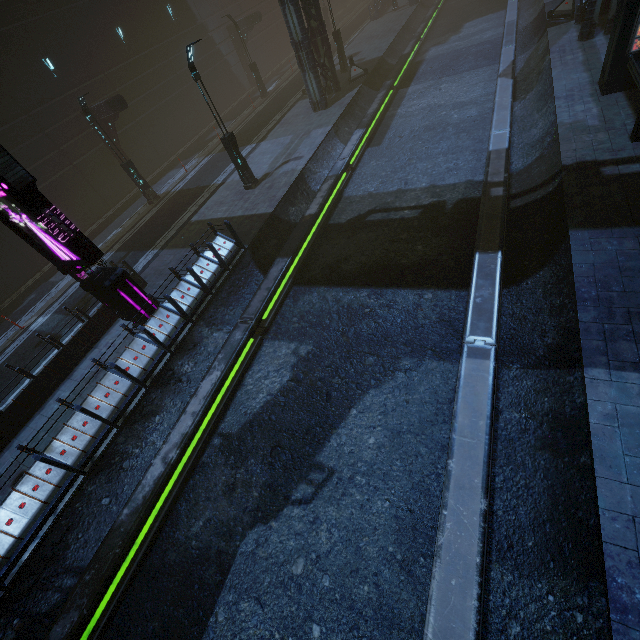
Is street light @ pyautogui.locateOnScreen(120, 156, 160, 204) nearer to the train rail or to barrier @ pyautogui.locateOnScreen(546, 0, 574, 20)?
the train rail

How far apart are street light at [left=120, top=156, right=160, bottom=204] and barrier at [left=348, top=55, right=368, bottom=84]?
14.6m

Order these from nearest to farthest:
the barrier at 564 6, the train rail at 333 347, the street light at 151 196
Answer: the train rail at 333 347, the barrier at 564 6, the street light at 151 196

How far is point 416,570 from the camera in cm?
555

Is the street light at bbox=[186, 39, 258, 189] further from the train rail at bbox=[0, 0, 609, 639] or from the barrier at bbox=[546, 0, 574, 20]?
the barrier at bbox=[546, 0, 574, 20]

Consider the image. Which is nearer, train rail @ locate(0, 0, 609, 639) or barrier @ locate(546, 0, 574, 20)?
train rail @ locate(0, 0, 609, 639)

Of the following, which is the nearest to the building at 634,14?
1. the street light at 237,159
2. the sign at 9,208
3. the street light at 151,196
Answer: the sign at 9,208

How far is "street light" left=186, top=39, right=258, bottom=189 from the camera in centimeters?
1220cm
